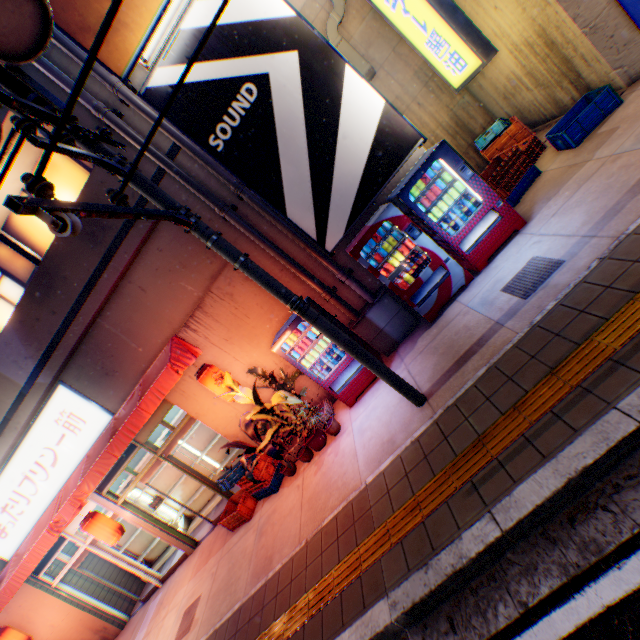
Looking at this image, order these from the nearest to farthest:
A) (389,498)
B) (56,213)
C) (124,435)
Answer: (56,213), (389,498), (124,435)

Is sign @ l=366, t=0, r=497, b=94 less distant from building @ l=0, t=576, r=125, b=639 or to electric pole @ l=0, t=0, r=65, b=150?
building @ l=0, t=576, r=125, b=639

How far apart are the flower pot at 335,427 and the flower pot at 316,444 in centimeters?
16cm

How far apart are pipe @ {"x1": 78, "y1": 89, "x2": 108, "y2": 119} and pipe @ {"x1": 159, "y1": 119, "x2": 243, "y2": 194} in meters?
0.3

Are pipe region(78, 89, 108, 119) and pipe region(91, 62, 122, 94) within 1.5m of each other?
yes

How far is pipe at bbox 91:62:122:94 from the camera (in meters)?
5.34

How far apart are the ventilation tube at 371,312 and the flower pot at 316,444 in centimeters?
205cm

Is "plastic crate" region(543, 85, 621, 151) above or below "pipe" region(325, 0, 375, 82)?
below
